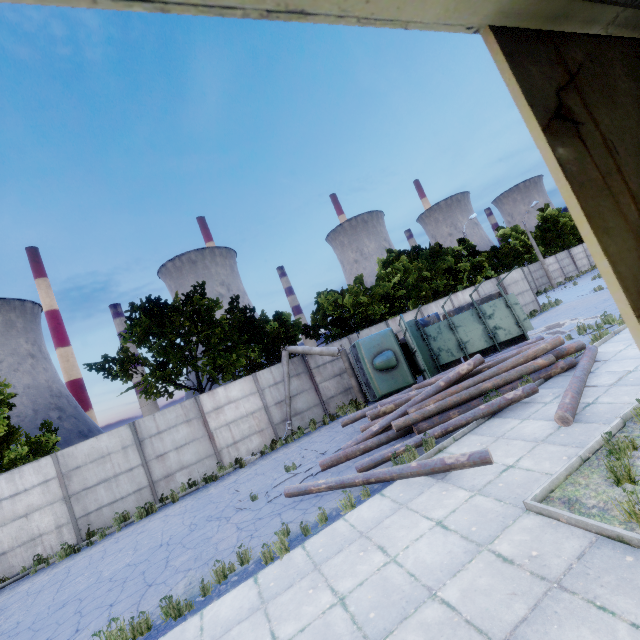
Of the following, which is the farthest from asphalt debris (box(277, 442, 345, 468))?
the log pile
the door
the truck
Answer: the door

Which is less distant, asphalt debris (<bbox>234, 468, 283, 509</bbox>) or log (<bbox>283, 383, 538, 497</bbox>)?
log (<bbox>283, 383, 538, 497</bbox>)

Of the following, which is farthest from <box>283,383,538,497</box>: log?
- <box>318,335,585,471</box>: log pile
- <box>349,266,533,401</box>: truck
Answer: <box>349,266,533,401</box>: truck

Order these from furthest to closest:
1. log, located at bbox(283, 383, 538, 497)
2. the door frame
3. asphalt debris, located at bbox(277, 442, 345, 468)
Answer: asphalt debris, located at bbox(277, 442, 345, 468) < log, located at bbox(283, 383, 538, 497) < the door frame

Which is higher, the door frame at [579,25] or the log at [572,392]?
the door frame at [579,25]

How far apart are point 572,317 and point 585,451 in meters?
15.6 m

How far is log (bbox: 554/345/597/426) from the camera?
6.89m

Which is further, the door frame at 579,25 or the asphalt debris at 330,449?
the asphalt debris at 330,449
